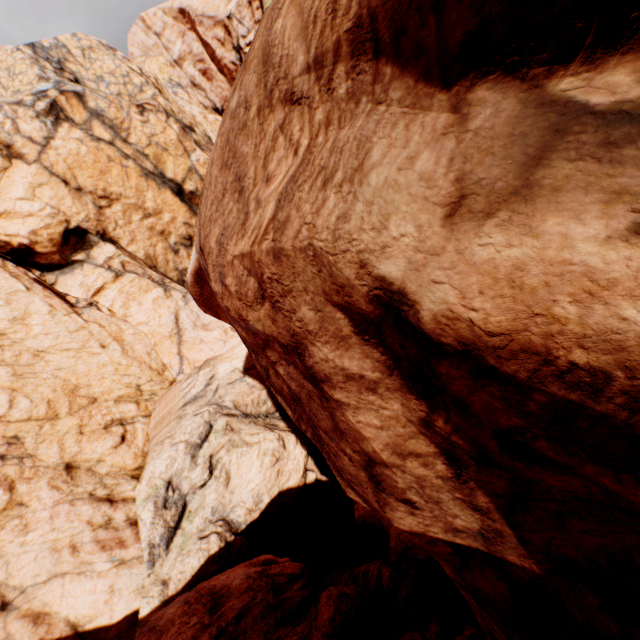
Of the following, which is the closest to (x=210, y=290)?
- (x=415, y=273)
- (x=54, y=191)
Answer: (x=415, y=273)
